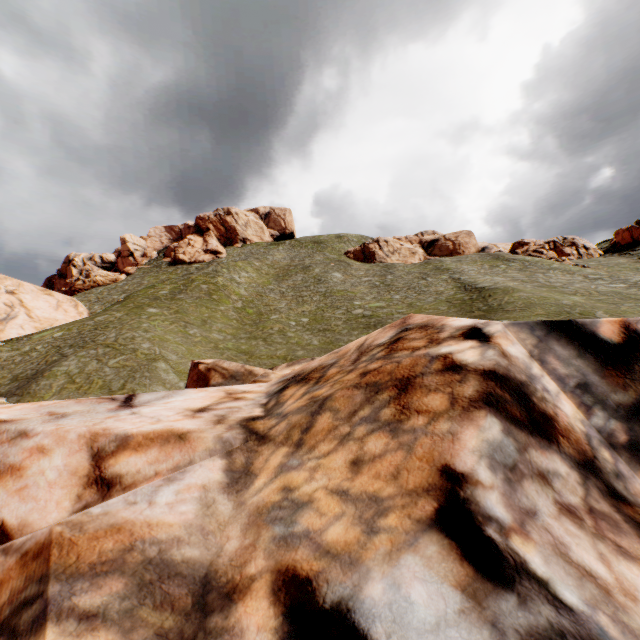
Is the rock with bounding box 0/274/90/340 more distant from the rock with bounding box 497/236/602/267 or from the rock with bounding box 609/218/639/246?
the rock with bounding box 497/236/602/267

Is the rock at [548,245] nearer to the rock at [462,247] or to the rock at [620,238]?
the rock at [620,238]

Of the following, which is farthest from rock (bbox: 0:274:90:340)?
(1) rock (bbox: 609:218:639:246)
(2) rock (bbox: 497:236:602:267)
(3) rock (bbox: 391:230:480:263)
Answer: (2) rock (bbox: 497:236:602:267)

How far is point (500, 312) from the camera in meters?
24.9 m

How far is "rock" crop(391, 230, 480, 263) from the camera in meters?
57.2 m

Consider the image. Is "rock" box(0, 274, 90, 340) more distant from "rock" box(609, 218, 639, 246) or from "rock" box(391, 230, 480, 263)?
"rock" box(391, 230, 480, 263)

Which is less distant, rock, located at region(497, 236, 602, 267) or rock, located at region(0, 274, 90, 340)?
rock, located at region(0, 274, 90, 340)

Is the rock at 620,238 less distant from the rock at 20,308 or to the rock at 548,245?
the rock at 548,245
